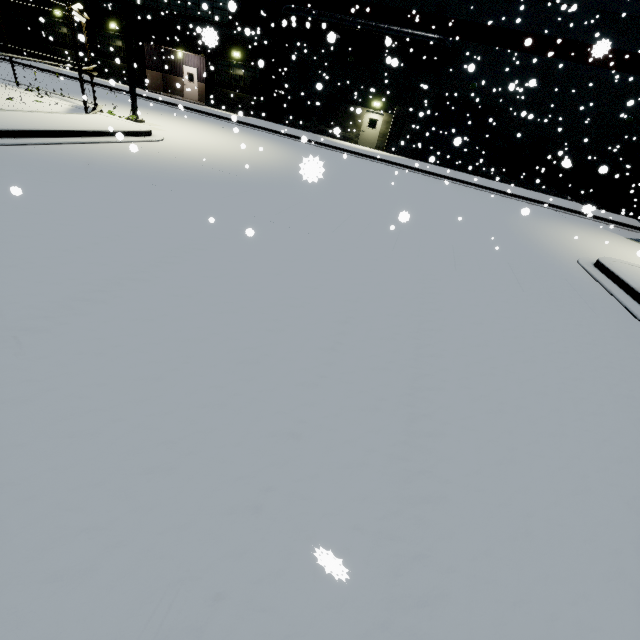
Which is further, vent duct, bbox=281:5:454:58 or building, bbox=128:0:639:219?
vent duct, bbox=281:5:454:58

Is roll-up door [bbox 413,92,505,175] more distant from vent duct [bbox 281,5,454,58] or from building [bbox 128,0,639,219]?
vent duct [bbox 281,5,454,58]

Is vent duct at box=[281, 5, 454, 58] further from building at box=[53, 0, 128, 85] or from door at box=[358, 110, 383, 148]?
door at box=[358, 110, 383, 148]

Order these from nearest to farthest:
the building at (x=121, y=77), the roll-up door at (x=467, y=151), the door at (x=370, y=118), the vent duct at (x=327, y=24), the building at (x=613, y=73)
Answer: the building at (x=613, y=73), the vent duct at (x=327, y=24), the roll-up door at (x=467, y=151), the door at (x=370, y=118), the building at (x=121, y=77)

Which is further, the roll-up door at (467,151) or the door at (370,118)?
the door at (370,118)

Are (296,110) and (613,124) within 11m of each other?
no

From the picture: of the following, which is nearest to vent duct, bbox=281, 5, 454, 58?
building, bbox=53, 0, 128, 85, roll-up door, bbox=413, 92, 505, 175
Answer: building, bbox=53, 0, 128, 85

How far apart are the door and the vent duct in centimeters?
408cm
